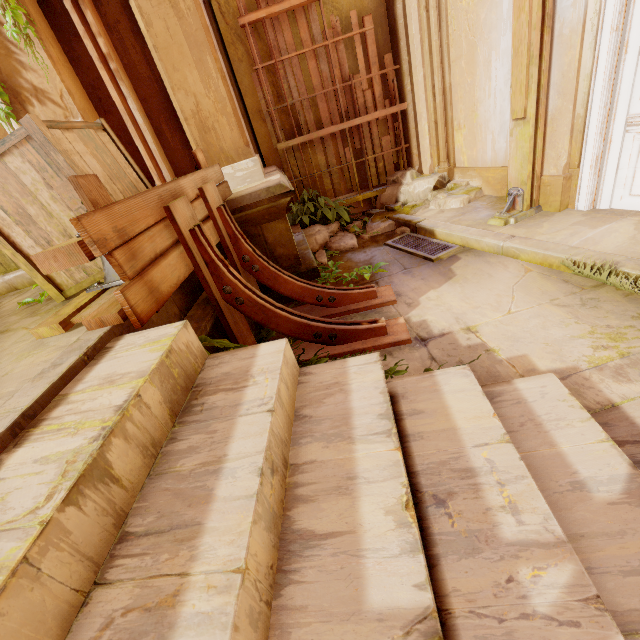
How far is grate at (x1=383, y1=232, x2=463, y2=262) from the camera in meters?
4.0 m

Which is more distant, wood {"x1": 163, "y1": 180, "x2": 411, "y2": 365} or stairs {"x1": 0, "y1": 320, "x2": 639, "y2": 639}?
wood {"x1": 163, "y1": 180, "x2": 411, "y2": 365}

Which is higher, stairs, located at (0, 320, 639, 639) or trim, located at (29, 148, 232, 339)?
trim, located at (29, 148, 232, 339)

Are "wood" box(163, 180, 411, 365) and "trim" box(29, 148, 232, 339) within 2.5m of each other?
yes

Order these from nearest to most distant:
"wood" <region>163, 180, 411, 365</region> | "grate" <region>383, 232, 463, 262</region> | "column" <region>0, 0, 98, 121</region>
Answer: "wood" <region>163, 180, 411, 365</region> → "column" <region>0, 0, 98, 121</region> → "grate" <region>383, 232, 463, 262</region>

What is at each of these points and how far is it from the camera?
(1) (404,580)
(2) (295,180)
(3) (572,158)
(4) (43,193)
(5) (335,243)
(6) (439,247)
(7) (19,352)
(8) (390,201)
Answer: (1) stairs, 0.9 meters
(2) wood, 5.7 meters
(3) column, 3.6 meters
(4) crate, 2.2 meters
(5) rubble, 5.2 meters
(6) grate, 4.2 meters
(7) building, 1.8 meters
(8) rubble, 5.8 meters

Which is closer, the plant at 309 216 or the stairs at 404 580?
the stairs at 404 580

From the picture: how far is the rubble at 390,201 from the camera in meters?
5.0
